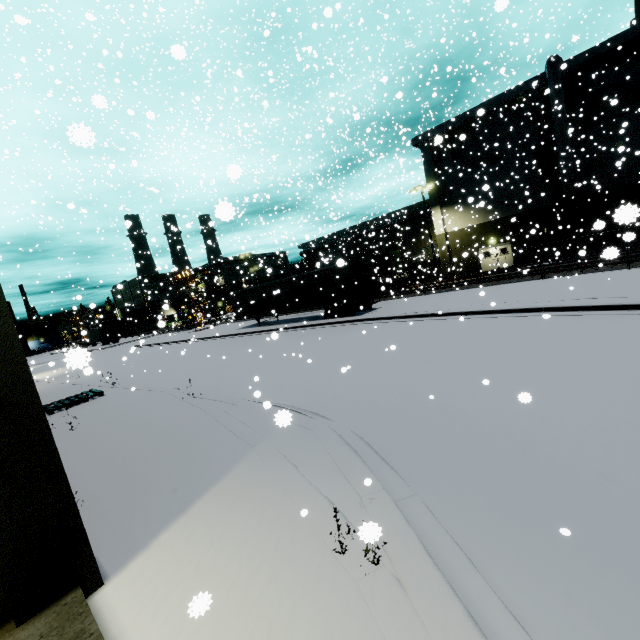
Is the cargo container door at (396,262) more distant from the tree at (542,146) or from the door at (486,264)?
the door at (486,264)

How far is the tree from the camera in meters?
28.0

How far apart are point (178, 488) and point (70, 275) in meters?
24.7

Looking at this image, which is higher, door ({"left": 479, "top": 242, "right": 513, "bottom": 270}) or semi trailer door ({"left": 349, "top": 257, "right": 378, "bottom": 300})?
semi trailer door ({"left": 349, "top": 257, "right": 378, "bottom": 300})

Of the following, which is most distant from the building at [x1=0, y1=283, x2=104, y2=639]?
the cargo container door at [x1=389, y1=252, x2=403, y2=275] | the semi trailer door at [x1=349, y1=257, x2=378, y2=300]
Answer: the semi trailer door at [x1=349, y1=257, x2=378, y2=300]

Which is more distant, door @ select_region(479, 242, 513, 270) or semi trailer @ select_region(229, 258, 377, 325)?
door @ select_region(479, 242, 513, 270)

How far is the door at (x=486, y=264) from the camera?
32.3m

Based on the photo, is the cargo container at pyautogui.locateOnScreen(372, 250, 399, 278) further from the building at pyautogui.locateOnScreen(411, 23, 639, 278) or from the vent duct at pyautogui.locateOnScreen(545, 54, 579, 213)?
the vent duct at pyautogui.locateOnScreen(545, 54, 579, 213)
